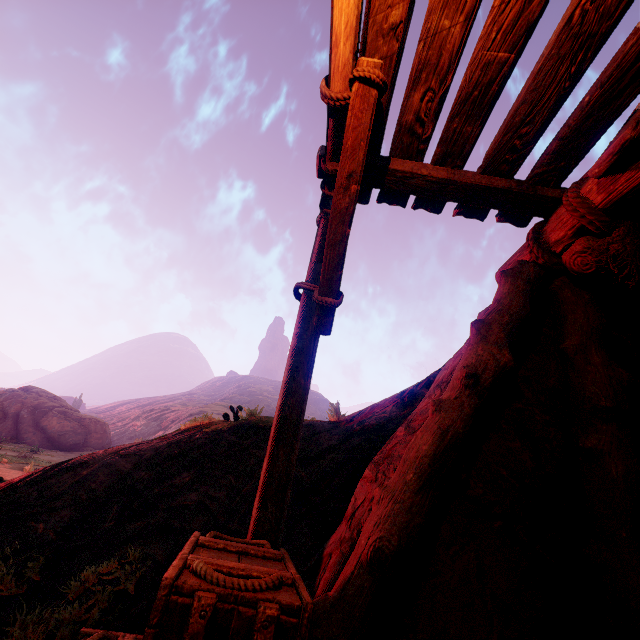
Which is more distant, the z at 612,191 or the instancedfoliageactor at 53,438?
the instancedfoliageactor at 53,438

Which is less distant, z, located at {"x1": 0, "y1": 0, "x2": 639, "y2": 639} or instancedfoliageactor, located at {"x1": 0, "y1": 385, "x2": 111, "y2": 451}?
z, located at {"x1": 0, "y1": 0, "x2": 639, "y2": 639}

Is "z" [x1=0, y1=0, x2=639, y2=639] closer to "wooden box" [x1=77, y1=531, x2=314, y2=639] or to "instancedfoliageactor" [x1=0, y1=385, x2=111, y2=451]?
"wooden box" [x1=77, y1=531, x2=314, y2=639]

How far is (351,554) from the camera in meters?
2.3

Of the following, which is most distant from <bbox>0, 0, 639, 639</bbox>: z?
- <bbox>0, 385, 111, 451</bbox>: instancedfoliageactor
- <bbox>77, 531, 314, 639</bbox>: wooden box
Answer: <bbox>0, 385, 111, 451</bbox>: instancedfoliageactor

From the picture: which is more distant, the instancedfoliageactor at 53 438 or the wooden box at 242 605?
the instancedfoliageactor at 53 438

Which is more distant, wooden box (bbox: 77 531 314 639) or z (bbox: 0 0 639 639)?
z (bbox: 0 0 639 639)
